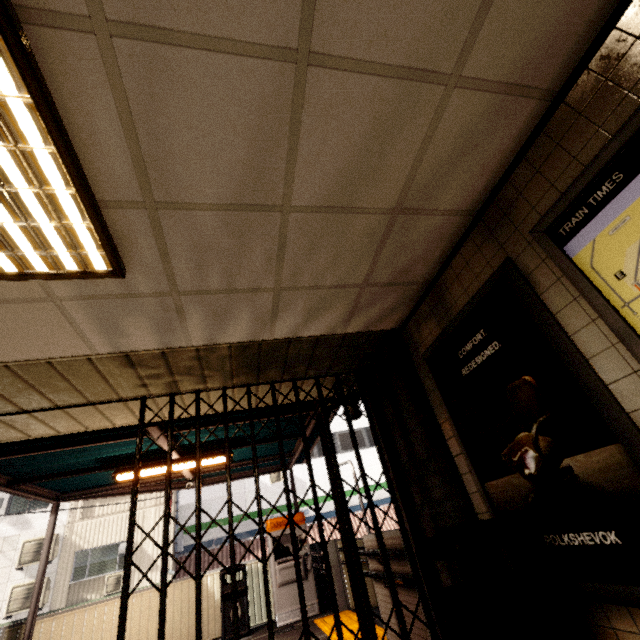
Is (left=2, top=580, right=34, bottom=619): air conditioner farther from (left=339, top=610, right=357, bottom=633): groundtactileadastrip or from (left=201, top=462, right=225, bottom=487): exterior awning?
(left=339, top=610, right=357, bottom=633): groundtactileadastrip

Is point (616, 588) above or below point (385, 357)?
below

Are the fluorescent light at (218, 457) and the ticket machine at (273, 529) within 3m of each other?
yes

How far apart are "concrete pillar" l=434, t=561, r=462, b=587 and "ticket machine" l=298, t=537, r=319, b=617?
4.7 meters

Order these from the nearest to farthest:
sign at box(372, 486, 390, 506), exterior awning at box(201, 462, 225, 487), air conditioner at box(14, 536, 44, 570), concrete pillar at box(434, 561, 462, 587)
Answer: concrete pillar at box(434, 561, 462, 587), exterior awning at box(201, 462, 225, 487), air conditioner at box(14, 536, 44, 570), sign at box(372, 486, 390, 506)

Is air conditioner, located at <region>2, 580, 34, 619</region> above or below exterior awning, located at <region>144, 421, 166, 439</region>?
below

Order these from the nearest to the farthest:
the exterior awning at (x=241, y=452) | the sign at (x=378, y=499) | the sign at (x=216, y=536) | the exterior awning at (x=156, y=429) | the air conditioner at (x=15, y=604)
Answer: the exterior awning at (x=156, y=429) < the exterior awning at (x=241, y=452) < the air conditioner at (x=15, y=604) < the sign at (x=216, y=536) < the sign at (x=378, y=499)

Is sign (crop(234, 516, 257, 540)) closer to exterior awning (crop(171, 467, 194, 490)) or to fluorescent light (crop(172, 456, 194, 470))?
exterior awning (crop(171, 467, 194, 490))
